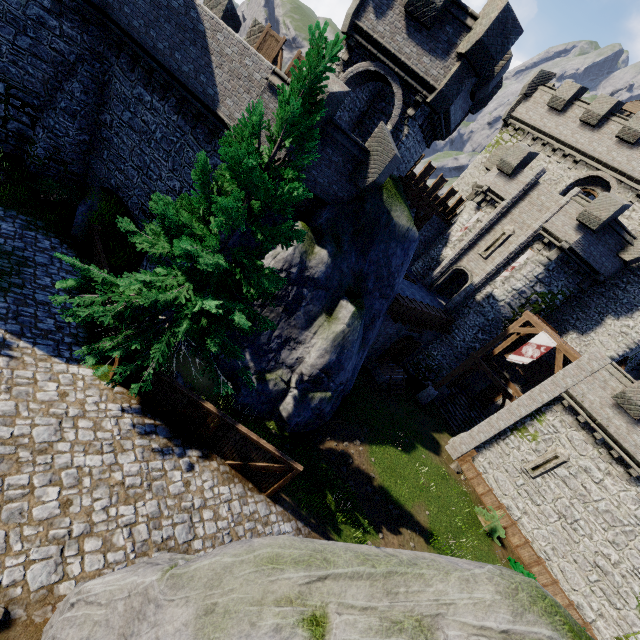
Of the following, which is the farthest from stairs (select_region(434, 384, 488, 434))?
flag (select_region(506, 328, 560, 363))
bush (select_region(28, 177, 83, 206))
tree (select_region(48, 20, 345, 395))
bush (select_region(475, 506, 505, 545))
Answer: bush (select_region(28, 177, 83, 206))

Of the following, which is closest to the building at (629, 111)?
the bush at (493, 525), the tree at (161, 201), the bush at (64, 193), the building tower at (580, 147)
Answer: the building tower at (580, 147)

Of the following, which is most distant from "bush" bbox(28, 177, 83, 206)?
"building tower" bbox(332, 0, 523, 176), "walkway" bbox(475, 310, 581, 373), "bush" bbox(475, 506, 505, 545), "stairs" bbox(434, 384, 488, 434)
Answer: "bush" bbox(475, 506, 505, 545)

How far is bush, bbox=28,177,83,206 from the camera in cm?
1495

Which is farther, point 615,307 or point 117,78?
point 615,307

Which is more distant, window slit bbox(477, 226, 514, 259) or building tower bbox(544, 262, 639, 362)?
window slit bbox(477, 226, 514, 259)

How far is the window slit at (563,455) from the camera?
18.0 meters

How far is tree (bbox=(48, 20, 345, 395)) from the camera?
7.13m
